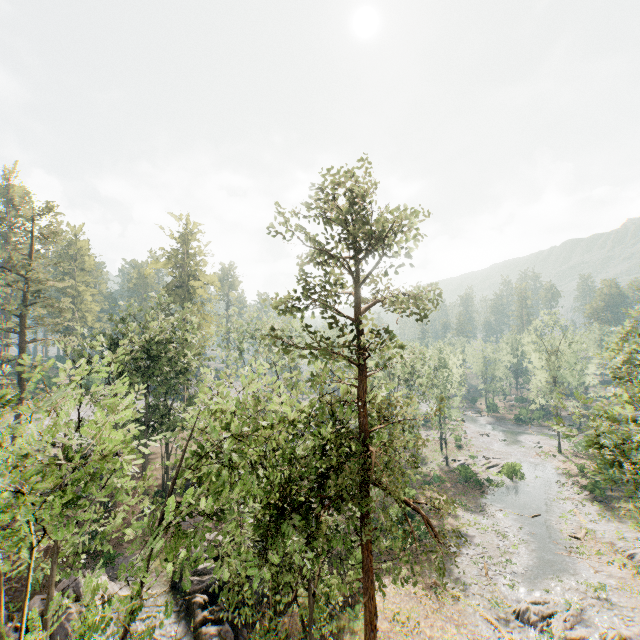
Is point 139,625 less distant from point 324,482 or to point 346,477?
point 324,482

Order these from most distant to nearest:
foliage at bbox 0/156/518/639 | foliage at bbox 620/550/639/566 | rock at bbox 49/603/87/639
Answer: foliage at bbox 620/550/639/566, rock at bbox 49/603/87/639, foliage at bbox 0/156/518/639

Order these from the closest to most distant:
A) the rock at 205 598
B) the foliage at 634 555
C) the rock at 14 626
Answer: the rock at 14 626, the rock at 205 598, the foliage at 634 555

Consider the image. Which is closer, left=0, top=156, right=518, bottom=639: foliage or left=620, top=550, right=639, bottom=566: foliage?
left=0, top=156, right=518, bottom=639: foliage

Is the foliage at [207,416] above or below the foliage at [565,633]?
above

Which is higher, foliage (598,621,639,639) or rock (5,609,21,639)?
rock (5,609,21,639)
